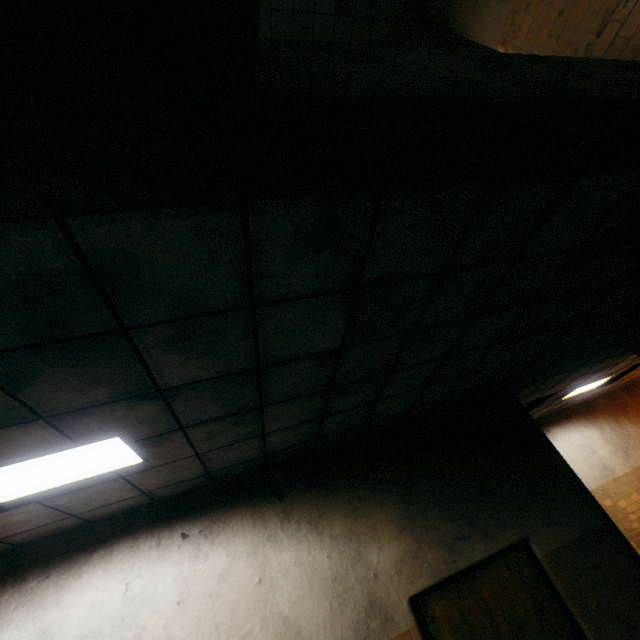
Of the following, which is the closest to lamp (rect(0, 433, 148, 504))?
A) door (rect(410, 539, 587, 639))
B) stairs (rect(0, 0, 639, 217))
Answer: stairs (rect(0, 0, 639, 217))

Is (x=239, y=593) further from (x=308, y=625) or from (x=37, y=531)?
(x=37, y=531)

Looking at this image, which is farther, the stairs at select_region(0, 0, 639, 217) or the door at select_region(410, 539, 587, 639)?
the door at select_region(410, 539, 587, 639)

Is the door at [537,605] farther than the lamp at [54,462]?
Yes

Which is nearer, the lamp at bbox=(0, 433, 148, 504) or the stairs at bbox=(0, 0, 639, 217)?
the stairs at bbox=(0, 0, 639, 217)

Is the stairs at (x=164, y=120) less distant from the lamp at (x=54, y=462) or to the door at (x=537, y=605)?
the lamp at (x=54, y=462)

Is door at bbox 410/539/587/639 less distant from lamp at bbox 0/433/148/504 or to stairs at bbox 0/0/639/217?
lamp at bbox 0/433/148/504

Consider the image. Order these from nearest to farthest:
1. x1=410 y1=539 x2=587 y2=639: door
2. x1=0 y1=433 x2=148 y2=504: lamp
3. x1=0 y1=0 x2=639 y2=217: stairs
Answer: x1=0 y1=0 x2=639 y2=217: stairs
x1=0 y1=433 x2=148 y2=504: lamp
x1=410 y1=539 x2=587 y2=639: door
